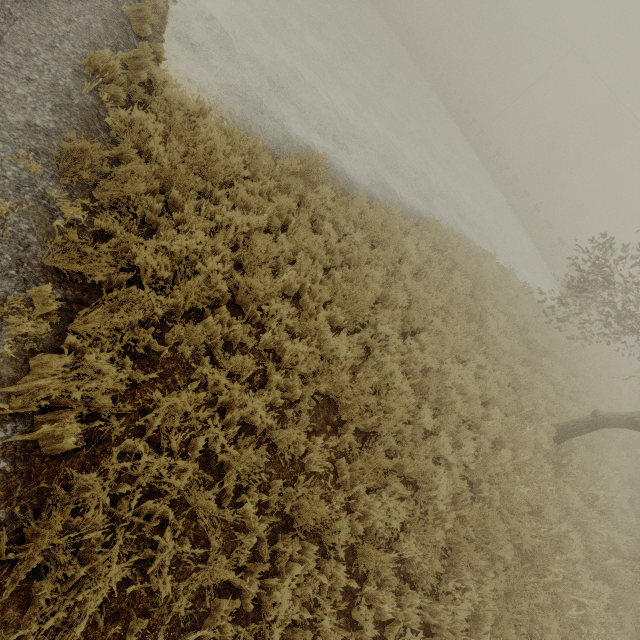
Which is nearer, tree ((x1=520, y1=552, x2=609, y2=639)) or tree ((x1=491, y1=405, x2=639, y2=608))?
tree ((x1=520, y1=552, x2=609, y2=639))

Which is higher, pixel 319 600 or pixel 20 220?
pixel 20 220

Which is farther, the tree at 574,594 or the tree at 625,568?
the tree at 625,568
